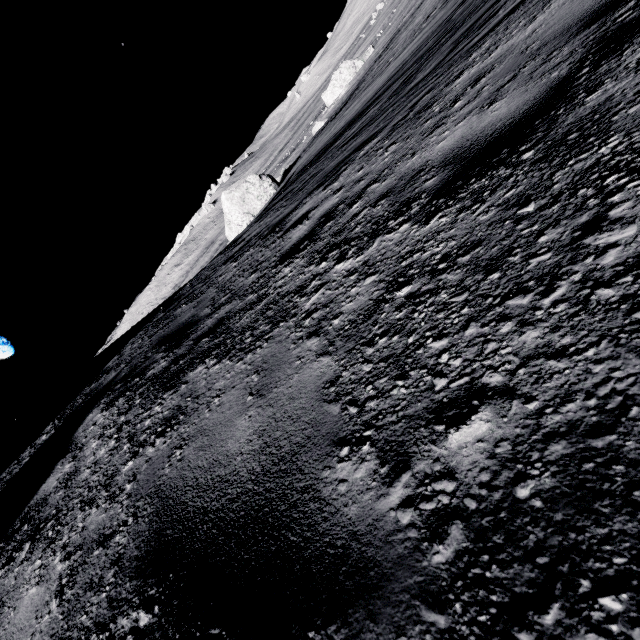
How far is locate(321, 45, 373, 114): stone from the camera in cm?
4184

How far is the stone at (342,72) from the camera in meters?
41.8

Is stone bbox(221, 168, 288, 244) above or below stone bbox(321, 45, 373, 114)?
above

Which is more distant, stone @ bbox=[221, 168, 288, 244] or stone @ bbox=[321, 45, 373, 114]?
stone @ bbox=[321, 45, 373, 114]

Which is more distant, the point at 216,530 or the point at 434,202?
the point at 434,202

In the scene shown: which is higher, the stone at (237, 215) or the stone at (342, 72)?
the stone at (237, 215)

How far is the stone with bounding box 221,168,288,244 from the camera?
23.31m
